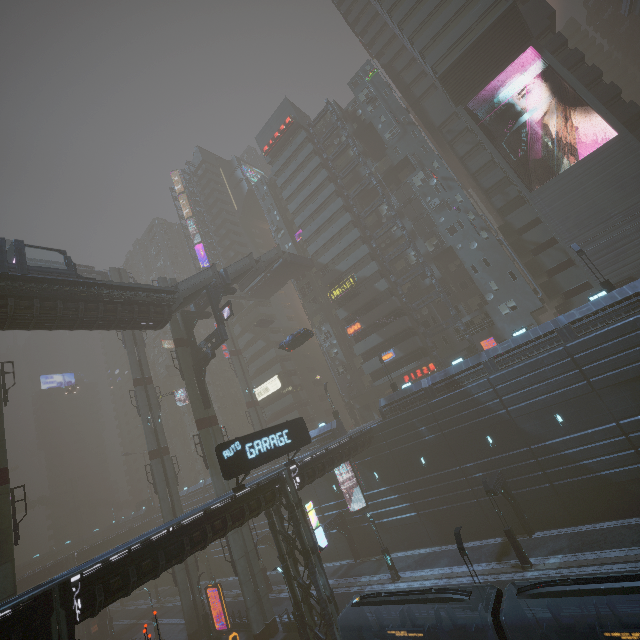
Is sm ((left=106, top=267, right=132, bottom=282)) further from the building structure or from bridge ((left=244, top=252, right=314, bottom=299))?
bridge ((left=244, top=252, right=314, bottom=299))

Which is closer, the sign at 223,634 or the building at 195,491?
the sign at 223,634

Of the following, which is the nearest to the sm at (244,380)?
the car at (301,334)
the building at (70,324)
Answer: the car at (301,334)

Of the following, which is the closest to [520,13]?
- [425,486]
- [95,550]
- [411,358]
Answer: [411,358]

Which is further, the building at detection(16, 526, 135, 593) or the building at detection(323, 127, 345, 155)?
the building at detection(323, 127, 345, 155)

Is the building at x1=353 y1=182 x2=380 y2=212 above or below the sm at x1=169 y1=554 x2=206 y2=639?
above

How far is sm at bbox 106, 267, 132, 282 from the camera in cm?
4475
